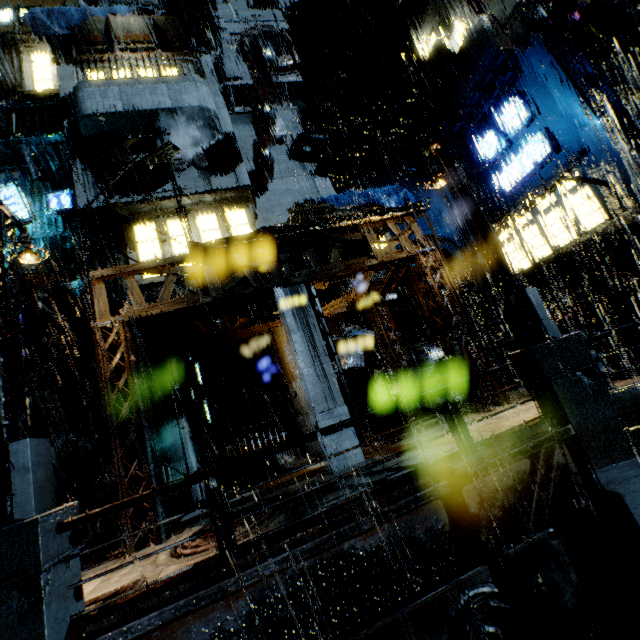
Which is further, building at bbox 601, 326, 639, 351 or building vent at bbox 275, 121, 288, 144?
building vent at bbox 275, 121, 288, 144

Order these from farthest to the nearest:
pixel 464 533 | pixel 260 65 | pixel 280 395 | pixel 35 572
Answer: pixel 280 395 → pixel 260 65 → pixel 464 533 → pixel 35 572

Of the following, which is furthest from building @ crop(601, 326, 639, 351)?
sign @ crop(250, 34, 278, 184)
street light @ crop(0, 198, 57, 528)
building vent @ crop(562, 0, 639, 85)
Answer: street light @ crop(0, 198, 57, 528)

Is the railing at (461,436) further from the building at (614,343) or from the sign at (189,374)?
the sign at (189,374)

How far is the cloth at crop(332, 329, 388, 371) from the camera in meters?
16.3

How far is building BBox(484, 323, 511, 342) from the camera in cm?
2083

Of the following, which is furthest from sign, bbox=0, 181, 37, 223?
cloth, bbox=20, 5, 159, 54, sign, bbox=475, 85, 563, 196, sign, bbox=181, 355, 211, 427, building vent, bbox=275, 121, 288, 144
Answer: sign, bbox=475, 85, 563, 196

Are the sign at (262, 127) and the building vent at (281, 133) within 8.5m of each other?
yes
